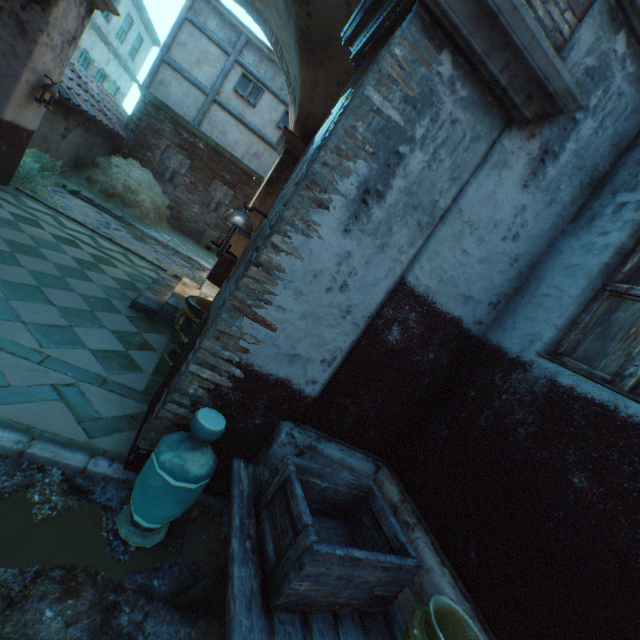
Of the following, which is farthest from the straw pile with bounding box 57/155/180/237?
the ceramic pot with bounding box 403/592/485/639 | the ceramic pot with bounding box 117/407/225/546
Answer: the ceramic pot with bounding box 403/592/485/639

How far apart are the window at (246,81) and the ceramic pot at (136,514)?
14.1 meters

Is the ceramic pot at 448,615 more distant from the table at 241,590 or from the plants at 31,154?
the plants at 31,154

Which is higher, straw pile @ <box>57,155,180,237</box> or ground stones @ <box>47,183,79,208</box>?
straw pile @ <box>57,155,180,237</box>

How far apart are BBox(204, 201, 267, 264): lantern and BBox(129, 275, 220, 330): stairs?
2.6m

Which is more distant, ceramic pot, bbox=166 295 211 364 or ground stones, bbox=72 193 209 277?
ground stones, bbox=72 193 209 277

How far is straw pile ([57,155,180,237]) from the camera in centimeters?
989cm

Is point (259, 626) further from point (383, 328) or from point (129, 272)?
point (129, 272)
